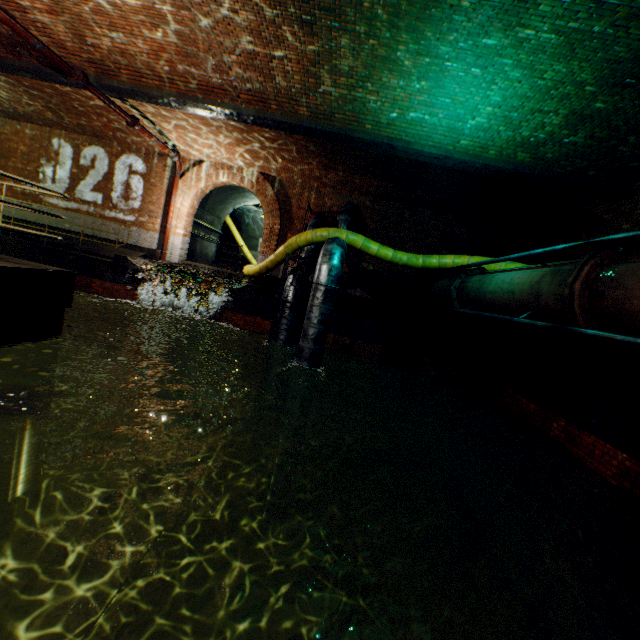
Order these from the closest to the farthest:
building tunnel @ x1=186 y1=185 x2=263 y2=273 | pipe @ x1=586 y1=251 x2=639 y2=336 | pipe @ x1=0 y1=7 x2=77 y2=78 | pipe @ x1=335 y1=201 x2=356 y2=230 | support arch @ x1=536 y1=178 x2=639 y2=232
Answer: pipe @ x1=586 y1=251 x2=639 y2=336, pipe @ x1=0 y1=7 x2=77 y2=78, support arch @ x1=536 y1=178 x2=639 y2=232, pipe @ x1=335 y1=201 x2=356 y2=230, building tunnel @ x1=186 y1=185 x2=263 y2=273

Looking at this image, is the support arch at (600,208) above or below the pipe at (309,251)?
above

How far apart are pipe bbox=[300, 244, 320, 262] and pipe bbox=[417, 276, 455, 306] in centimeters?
390cm

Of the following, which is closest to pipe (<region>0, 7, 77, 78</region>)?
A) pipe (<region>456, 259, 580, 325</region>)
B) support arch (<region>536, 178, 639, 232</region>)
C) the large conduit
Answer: the large conduit

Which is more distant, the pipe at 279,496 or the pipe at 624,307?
the pipe at 279,496

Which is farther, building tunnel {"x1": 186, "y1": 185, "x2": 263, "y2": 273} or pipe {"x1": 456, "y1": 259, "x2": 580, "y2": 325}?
building tunnel {"x1": 186, "y1": 185, "x2": 263, "y2": 273}

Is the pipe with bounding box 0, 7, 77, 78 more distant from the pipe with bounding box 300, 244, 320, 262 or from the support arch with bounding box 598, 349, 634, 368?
the support arch with bounding box 598, 349, 634, 368

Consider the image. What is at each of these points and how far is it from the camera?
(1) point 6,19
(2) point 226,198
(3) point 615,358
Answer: (1) pipe, 5.8 meters
(2) building tunnel, 16.3 meters
(3) support arch, 7.8 meters
